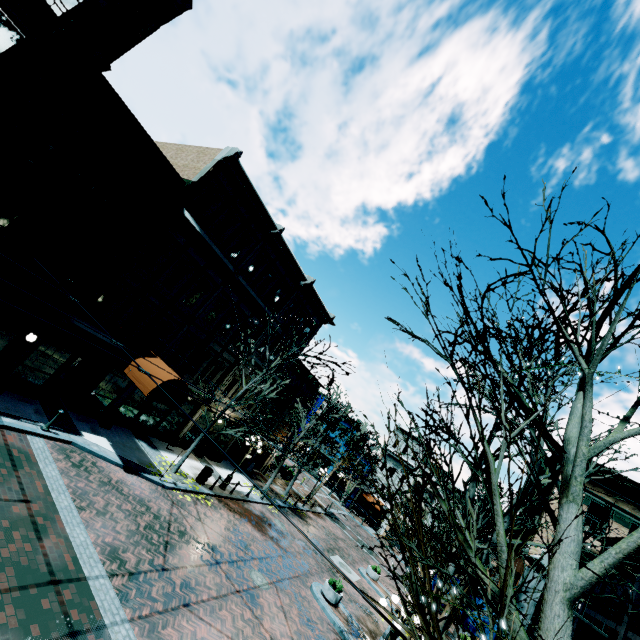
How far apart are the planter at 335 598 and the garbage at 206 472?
7.8m

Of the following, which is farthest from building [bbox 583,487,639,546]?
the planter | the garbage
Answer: the planter

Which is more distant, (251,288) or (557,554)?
(251,288)

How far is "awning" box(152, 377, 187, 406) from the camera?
13.67m

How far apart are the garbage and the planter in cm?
→ 783

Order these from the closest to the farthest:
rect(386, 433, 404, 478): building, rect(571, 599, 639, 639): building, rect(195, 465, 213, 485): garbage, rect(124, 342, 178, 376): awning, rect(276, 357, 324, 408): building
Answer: rect(571, 599, 639, 639): building < rect(124, 342, 178, 376): awning < rect(195, 465, 213, 485): garbage < rect(276, 357, 324, 408): building < rect(386, 433, 404, 478): building

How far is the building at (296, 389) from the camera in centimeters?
2644cm
